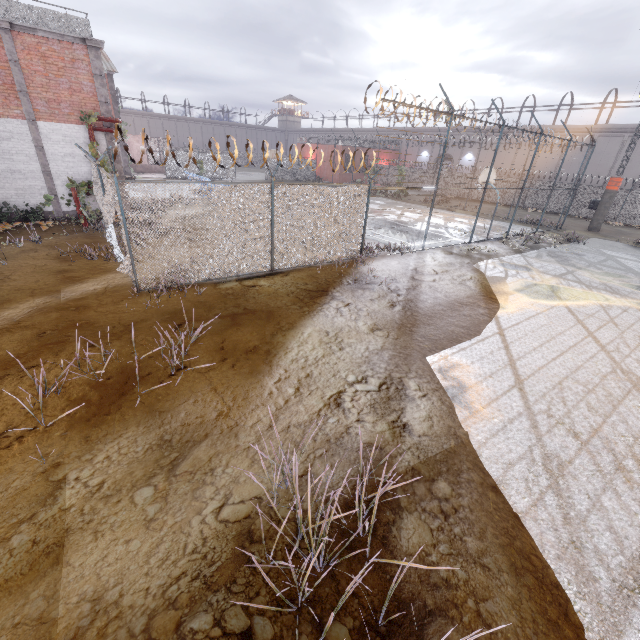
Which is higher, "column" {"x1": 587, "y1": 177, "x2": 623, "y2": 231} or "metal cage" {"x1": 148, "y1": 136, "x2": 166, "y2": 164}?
"metal cage" {"x1": 148, "y1": 136, "x2": 166, "y2": 164}

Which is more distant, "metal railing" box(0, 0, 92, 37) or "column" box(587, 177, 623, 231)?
"column" box(587, 177, 623, 231)

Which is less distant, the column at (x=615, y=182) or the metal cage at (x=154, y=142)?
the column at (x=615, y=182)

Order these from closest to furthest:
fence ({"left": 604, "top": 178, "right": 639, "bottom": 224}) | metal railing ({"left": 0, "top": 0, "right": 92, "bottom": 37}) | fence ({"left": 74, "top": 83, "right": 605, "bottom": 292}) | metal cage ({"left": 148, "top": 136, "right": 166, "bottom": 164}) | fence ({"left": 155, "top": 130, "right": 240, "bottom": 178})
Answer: fence ({"left": 155, "top": 130, "right": 240, "bottom": 178}) < fence ({"left": 74, "top": 83, "right": 605, "bottom": 292}) < metal railing ({"left": 0, "top": 0, "right": 92, "bottom": 37}) < fence ({"left": 604, "top": 178, "right": 639, "bottom": 224}) < metal cage ({"left": 148, "top": 136, "right": 166, "bottom": 164})

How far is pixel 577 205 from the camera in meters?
30.4

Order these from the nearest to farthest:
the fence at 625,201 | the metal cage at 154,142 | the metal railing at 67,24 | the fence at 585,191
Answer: the fence at 585,191
the metal railing at 67,24
the fence at 625,201
the metal cage at 154,142

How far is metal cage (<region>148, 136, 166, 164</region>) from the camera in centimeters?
3878cm

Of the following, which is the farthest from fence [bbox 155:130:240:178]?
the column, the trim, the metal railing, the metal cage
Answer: the metal cage
